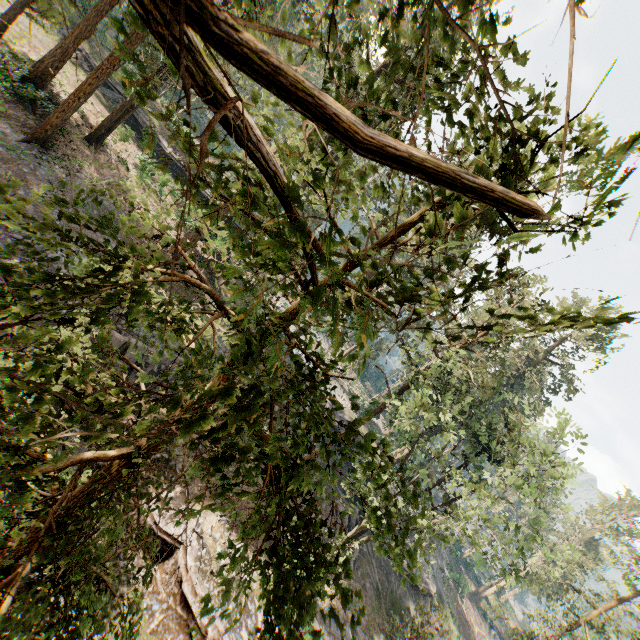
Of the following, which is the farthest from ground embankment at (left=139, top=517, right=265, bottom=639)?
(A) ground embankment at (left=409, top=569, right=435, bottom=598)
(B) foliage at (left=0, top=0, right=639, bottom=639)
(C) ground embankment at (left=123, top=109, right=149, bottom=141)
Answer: (C) ground embankment at (left=123, top=109, right=149, bottom=141)

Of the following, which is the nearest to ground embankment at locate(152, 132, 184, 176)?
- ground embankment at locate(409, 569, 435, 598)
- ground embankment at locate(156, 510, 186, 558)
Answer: ground embankment at locate(156, 510, 186, 558)

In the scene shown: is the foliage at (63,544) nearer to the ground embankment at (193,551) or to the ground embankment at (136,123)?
the ground embankment at (193,551)

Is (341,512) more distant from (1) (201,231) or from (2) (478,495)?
(2) (478,495)

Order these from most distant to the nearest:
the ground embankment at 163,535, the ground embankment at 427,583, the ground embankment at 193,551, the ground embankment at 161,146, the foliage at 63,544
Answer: the ground embankment at 161,146
the ground embankment at 427,583
the ground embankment at 163,535
the ground embankment at 193,551
the foliage at 63,544

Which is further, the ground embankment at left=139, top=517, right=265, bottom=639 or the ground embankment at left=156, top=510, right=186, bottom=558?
the ground embankment at left=156, top=510, right=186, bottom=558

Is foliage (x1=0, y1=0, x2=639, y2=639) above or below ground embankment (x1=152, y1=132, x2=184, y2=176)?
above
